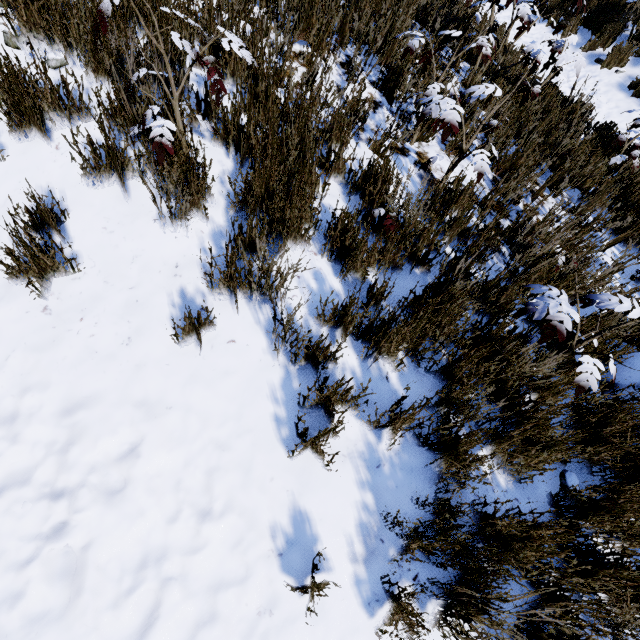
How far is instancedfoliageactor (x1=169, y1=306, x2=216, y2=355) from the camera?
1.8m

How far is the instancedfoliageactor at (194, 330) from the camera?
1.8 meters

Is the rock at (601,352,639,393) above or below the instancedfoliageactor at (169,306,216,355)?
below

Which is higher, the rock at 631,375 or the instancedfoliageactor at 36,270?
the instancedfoliageactor at 36,270

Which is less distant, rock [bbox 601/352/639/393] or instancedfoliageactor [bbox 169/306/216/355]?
instancedfoliageactor [bbox 169/306/216/355]

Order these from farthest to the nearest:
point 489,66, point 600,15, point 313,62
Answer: point 600,15, point 489,66, point 313,62
